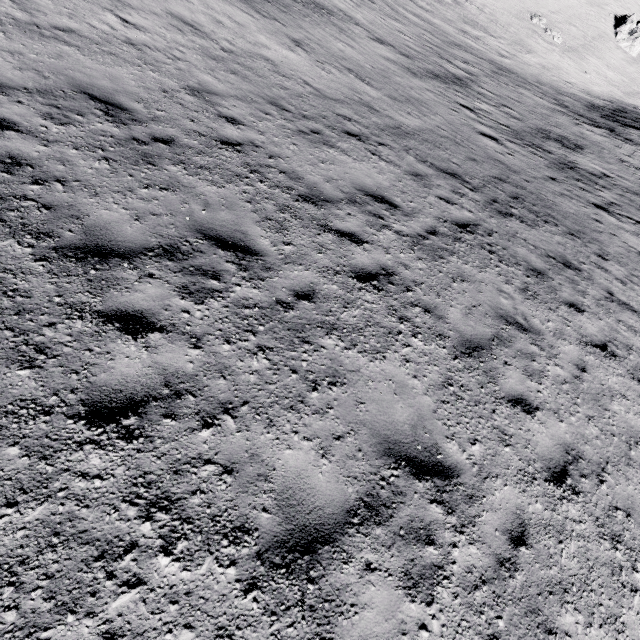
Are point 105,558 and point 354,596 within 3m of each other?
yes
